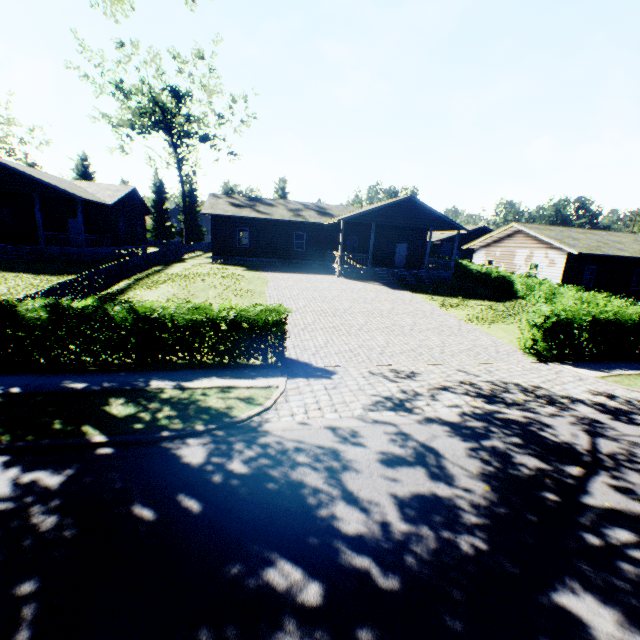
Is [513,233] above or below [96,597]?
above

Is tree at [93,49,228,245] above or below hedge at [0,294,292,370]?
above

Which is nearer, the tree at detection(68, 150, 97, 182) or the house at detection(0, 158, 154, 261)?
the house at detection(0, 158, 154, 261)

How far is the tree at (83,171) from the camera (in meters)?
49.72

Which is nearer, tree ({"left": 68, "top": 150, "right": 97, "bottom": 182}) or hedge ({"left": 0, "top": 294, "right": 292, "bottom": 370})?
hedge ({"left": 0, "top": 294, "right": 292, "bottom": 370})

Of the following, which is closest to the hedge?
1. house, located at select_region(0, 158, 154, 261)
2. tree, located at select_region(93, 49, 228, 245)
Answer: tree, located at select_region(93, 49, 228, 245)

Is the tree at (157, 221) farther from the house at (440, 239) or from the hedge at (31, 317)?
the hedge at (31, 317)
